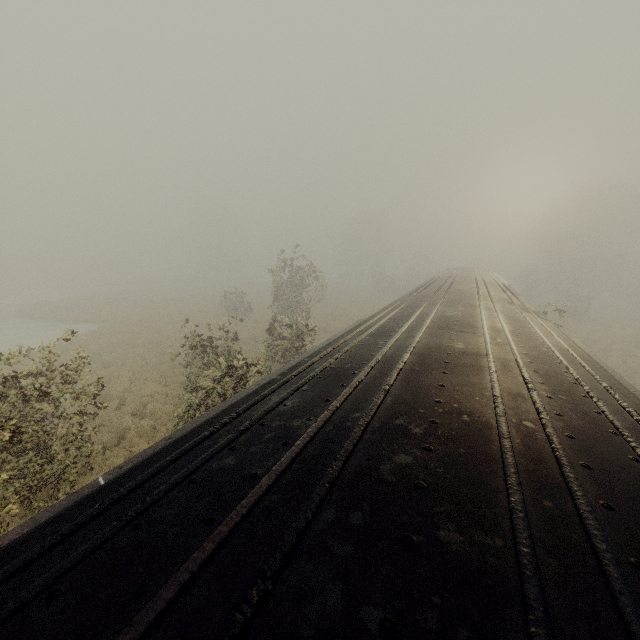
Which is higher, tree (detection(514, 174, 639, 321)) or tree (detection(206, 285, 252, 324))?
tree (detection(514, 174, 639, 321))

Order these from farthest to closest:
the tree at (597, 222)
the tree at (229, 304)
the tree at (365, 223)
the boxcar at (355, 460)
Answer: the tree at (365, 223) → the tree at (597, 222) → the tree at (229, 304) → the boxcar at (355, 460)

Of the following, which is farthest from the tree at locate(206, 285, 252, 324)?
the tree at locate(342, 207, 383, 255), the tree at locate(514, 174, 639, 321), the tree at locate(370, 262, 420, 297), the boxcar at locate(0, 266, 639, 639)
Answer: the tree at locate(342, 207, 383, 255)

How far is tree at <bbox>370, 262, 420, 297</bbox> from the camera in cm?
4788

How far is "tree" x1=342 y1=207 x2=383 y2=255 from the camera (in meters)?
56.97

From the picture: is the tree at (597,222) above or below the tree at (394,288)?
above

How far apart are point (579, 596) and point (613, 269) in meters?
49.3 m

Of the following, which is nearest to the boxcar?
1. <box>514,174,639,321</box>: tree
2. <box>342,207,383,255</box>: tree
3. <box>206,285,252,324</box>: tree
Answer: <box>514,174,639,321</box>: tree
